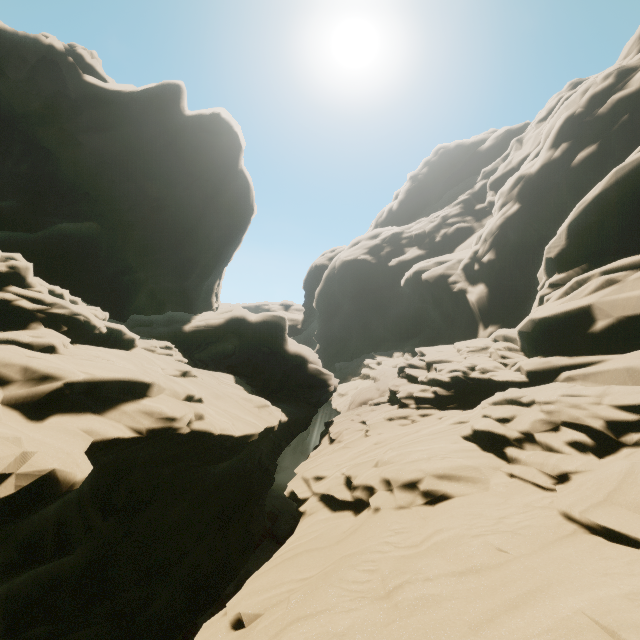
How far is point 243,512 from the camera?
14.7m
